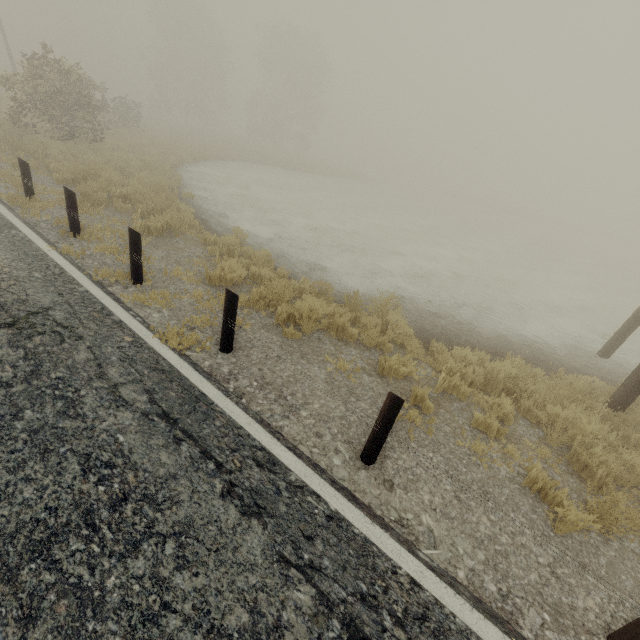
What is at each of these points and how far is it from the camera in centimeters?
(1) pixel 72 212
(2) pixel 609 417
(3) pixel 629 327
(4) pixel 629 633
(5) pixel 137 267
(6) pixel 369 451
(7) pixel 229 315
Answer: (1) guardrail, 680cm
(2) utility pole, 568cm
(3) utility pole, 800cm
(4) guardrail, 257cm
(5) guardrail, 579cm
(6) guardrail, 360cm
(7) guardrail, 450cm

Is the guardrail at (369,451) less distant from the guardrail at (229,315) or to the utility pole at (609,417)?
the guardrail at (229,315)

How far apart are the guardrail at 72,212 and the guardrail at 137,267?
2.24m

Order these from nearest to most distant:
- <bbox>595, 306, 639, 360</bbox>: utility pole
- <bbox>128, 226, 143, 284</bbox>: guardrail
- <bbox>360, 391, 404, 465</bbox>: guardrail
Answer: <bbox>360, 391, 404, 465</bbox>: guardrail < <bbox>128, 226, 143, 284</bbox>: guardrail < <bbox>595, 306, 639, 360</bbox>: utility pole

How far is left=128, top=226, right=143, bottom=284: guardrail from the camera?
5.5 meters

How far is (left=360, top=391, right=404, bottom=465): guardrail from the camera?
3.2m

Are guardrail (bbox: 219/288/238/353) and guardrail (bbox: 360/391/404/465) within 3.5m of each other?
→ yes

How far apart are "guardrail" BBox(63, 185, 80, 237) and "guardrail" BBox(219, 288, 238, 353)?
4.73m
